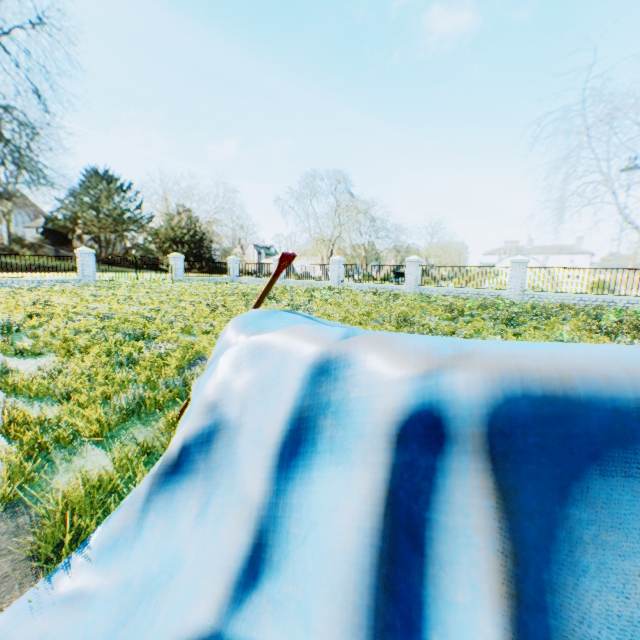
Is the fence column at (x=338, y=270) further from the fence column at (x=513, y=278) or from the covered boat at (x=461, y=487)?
the covered boat at (x=461, y=487)

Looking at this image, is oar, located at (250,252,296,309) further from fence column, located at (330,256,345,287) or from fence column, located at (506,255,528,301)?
fence column, located at (330,256,345,287)

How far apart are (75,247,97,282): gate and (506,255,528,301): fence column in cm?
2425

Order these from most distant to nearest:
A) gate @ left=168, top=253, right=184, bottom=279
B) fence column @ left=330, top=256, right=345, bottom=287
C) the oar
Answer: gate @ left=168, top=253, right=184, bottom=279
fence column @ left=330, top=256, right=345, bottom=287
the oar

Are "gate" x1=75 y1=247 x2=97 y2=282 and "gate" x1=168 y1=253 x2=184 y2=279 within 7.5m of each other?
yes

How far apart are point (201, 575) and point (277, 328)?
1.09m

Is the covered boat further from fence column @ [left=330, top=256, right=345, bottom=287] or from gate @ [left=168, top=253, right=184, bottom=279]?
gate @ [left=168, top=253, right=184, bottom=279]

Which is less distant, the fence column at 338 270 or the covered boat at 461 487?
the covered boat at 461 487
